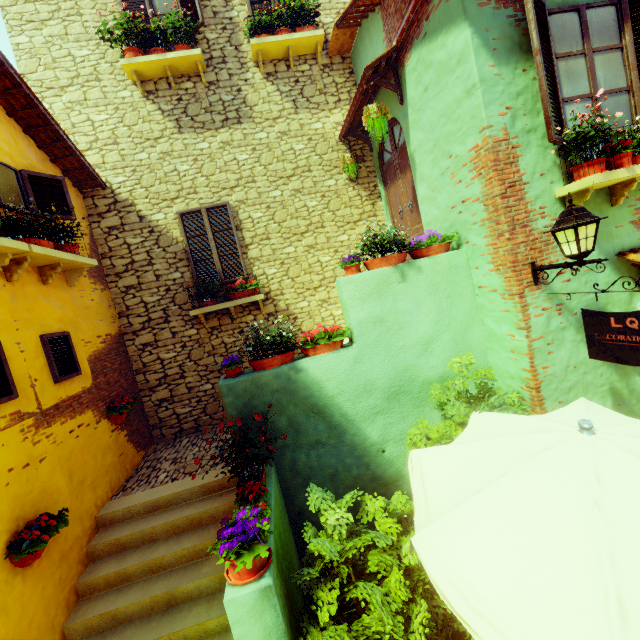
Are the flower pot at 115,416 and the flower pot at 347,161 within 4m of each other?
no

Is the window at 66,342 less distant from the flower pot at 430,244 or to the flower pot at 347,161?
the flower pot at 430,244

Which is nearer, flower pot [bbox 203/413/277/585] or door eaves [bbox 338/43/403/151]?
flower pot [bbox 203/413/277/585]

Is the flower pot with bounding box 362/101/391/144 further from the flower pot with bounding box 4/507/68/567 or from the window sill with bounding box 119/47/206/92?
the flower pot with bounding box 4/507/68/567

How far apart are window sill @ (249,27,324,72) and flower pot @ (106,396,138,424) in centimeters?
721cm

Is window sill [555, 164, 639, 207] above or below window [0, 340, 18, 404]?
above

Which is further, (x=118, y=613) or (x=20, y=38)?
(x=20, y=38)

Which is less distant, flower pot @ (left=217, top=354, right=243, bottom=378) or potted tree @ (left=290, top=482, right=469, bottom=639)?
potted tree @ (left=290, top=482, right=469, bottom=639)
